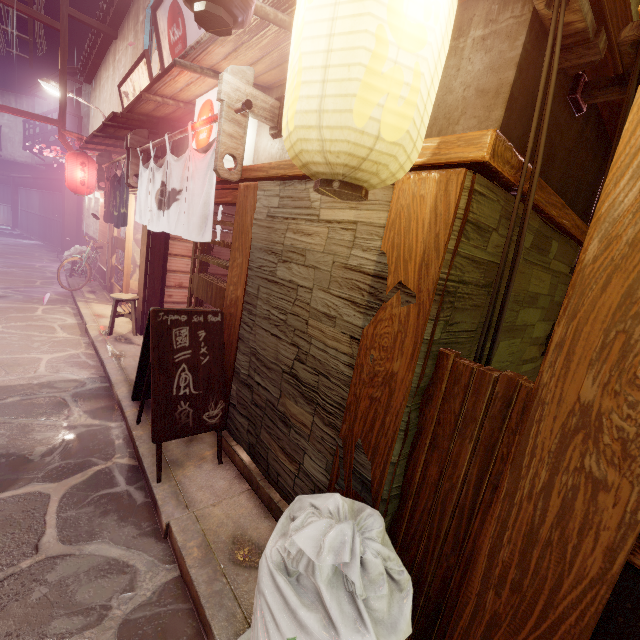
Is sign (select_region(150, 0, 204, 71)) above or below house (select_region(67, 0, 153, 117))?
below

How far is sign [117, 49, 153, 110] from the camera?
10.97m

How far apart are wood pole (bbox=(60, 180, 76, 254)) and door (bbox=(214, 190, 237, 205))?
25.1 meters

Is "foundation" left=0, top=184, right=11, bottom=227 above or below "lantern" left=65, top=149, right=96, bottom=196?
below

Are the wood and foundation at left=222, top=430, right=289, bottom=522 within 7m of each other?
yes

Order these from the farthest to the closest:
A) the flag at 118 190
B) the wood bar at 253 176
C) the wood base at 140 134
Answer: the flag at 118 190, the wood base at 140 134, the wood bar at 253 176

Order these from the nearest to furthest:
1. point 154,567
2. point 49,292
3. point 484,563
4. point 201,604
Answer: point 484,563 → point 201,604 → point 154,567 → point 49,292

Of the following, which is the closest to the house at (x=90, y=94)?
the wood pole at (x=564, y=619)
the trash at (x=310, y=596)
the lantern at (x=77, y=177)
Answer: the lantern at (x=77, y=177)
